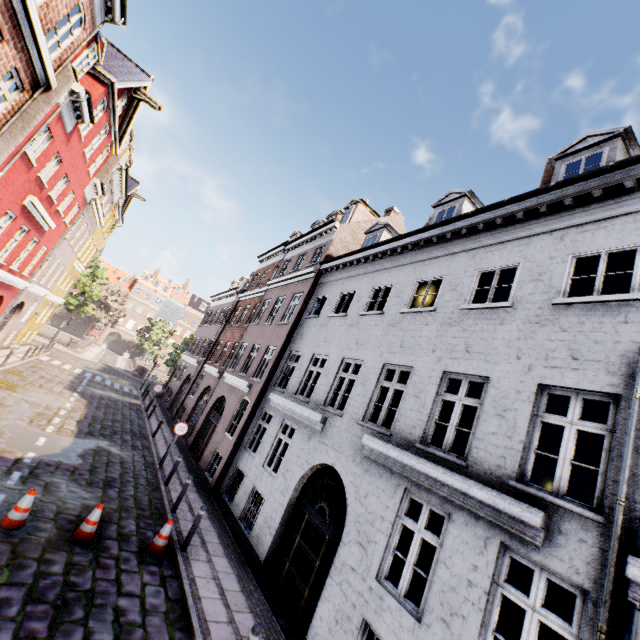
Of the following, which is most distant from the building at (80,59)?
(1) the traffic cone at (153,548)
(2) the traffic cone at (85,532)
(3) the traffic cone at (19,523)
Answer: (3) the traffic cone at (19,523)

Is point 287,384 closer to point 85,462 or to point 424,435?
point 85,462

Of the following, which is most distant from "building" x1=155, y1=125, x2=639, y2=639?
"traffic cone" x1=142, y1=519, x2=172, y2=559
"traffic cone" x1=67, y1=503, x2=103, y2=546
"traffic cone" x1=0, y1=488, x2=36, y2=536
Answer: "traffic cone" x1=0, y1=488, x2=36, y2=536

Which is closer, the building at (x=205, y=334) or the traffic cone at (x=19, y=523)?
the building at (x=205, y=334)

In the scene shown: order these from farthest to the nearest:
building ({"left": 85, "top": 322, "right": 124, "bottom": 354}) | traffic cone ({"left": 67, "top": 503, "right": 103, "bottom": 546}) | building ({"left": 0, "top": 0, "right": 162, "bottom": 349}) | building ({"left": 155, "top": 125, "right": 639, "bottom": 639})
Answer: building ({"left": 85, "top": 322, "right": 124, "bottom": 354}) < building ({"left": 0, "top": 0, "right": 162, "bottom": 349}) < traffic cone ({"left": 67, "top": 503, "right": 103, "bottom": 546}) < building ({"left": 155, "top": 125, "right": 639, "bottom": 639})

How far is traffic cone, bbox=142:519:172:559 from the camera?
7.66m

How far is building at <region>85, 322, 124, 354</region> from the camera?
58.00m

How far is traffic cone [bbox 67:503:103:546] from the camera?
6.96m
